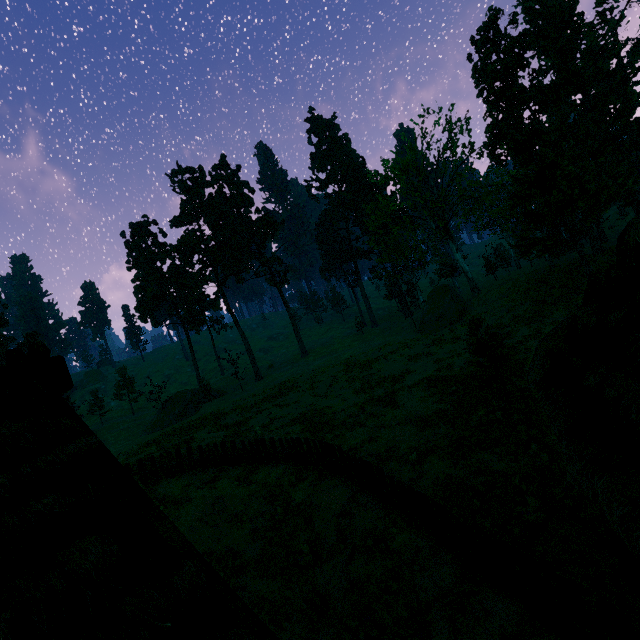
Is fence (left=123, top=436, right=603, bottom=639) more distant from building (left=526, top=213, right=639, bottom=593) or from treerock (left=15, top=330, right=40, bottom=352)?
treerock (left=15, top=330, right=40, bottom=352)

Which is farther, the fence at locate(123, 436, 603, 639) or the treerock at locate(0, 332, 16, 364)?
the treerock at locate(0, 332, 16, 364)

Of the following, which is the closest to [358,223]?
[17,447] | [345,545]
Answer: [345,545]

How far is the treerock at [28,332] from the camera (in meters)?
43.06

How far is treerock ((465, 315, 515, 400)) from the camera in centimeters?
1257cm

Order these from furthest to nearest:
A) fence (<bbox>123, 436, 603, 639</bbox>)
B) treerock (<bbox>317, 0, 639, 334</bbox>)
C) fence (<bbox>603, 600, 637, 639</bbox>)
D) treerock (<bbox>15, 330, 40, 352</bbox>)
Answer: treerock (<bbox>15, 330, 40, 352</bbox>)
treerock (<bbox>317, 0, 639, 334</bbox>)
fence (<bbox>123, 436, 603, 639</bbox>)
fence (<bbox>603, 600, 637, 639</bbox>)

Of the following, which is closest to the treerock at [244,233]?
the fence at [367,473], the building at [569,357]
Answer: the building at [569,357]
